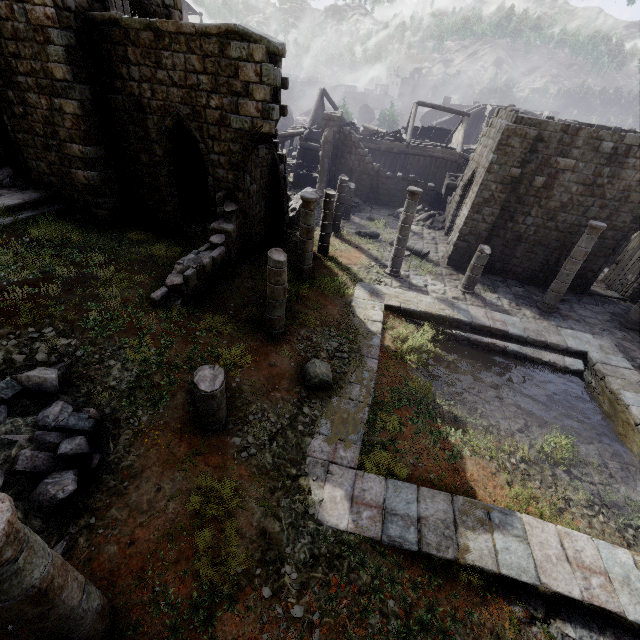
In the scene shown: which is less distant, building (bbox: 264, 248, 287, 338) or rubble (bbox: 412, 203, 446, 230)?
building (bbox: 264, 248, 287, 338)

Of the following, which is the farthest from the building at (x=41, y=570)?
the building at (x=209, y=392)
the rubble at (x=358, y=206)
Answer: the building at (x=209, y=392)

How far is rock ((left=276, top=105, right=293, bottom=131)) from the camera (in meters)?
43.44

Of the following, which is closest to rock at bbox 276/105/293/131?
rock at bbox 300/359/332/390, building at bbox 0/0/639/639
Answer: building at bbox 0/0/639/639

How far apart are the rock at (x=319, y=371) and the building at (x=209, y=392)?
2.07m

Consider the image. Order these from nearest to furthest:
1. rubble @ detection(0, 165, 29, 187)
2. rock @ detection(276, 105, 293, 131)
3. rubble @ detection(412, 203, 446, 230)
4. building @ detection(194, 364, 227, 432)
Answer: building @ detection(194, 364, 227, 432), rubble @ detection(0, 165, 29, 187), rubble @ detection(412, 203, 446, 230), rock @ detection(276, 105, 293, 131)

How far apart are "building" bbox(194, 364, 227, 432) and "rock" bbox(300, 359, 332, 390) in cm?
207

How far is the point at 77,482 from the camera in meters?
5.3
